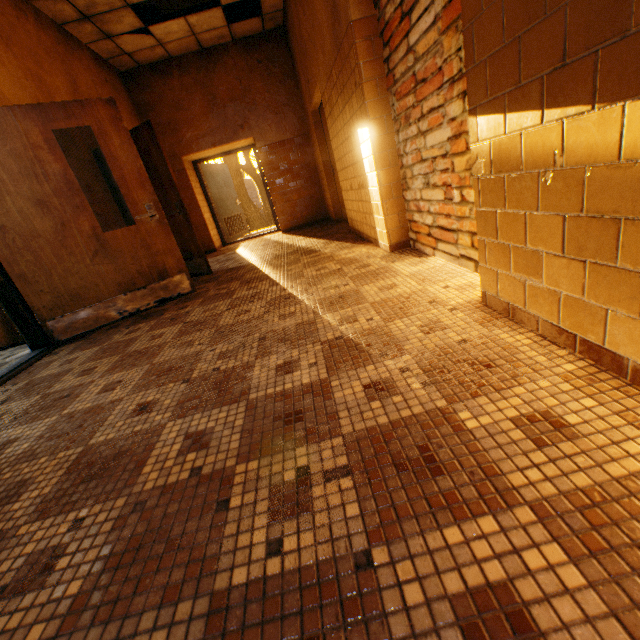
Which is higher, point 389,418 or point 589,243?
point 589,243

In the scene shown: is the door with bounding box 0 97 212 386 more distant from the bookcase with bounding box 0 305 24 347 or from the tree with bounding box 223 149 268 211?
the tree with bounding box 223 149 268 211

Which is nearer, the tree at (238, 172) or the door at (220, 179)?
the door at (220, 179)

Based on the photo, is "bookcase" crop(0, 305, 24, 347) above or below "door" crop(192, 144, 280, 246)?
below

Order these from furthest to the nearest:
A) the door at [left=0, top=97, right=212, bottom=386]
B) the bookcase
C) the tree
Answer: the tree
the bookcase
the door at [left=0, top=97, right=212, bottom=386]

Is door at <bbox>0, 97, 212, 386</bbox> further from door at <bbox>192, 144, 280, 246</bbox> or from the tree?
the tree

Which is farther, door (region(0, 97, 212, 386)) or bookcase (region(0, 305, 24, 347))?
bookcase (region(0, 305, 24, 347))

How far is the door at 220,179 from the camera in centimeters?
823cm
